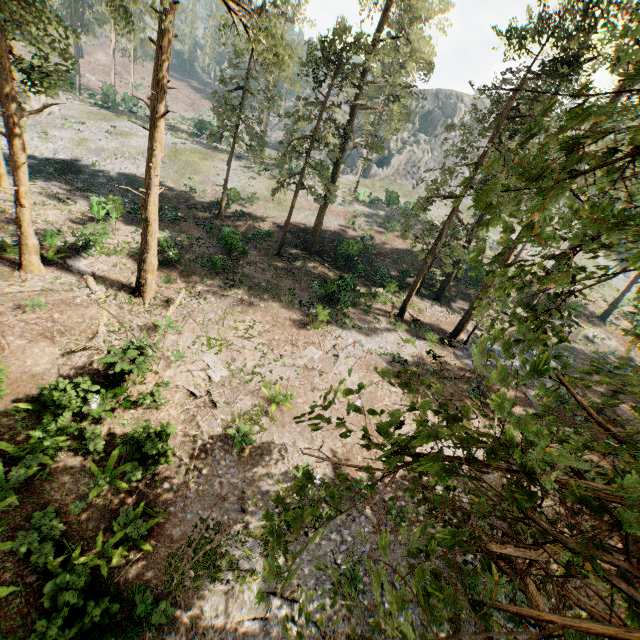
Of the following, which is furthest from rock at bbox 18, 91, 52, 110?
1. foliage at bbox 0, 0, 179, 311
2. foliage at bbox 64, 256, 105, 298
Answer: foliage at bbox 64, 256, 105, 298

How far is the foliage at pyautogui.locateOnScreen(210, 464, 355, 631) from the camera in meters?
2.6

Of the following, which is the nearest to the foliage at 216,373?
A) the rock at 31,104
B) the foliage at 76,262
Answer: the rock at 31,104

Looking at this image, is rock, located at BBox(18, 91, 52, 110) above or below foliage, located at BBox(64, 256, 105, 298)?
above

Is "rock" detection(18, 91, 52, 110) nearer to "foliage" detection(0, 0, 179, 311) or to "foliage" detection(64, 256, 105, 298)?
"foliage" detection(0, 0, 179, 311)

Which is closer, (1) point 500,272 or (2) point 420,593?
(2) point 420,593

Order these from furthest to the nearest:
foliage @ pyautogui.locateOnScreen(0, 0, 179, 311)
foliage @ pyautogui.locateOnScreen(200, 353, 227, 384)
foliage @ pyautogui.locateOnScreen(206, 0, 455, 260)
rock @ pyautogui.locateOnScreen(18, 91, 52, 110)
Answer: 1. rock @ pyautogui.locateOnScreen(18, 91, 52, 110)
2. foliage @ pyautogui.locateOnScreen(206, 0, 455, 260)
3. foliage @ pyautogui.locateOnScreen(200, 353, 227, 384)
4. foliage @ pyautogui.locateOnScreen(0, 0, 179, 311)

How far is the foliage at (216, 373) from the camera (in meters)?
16.74
